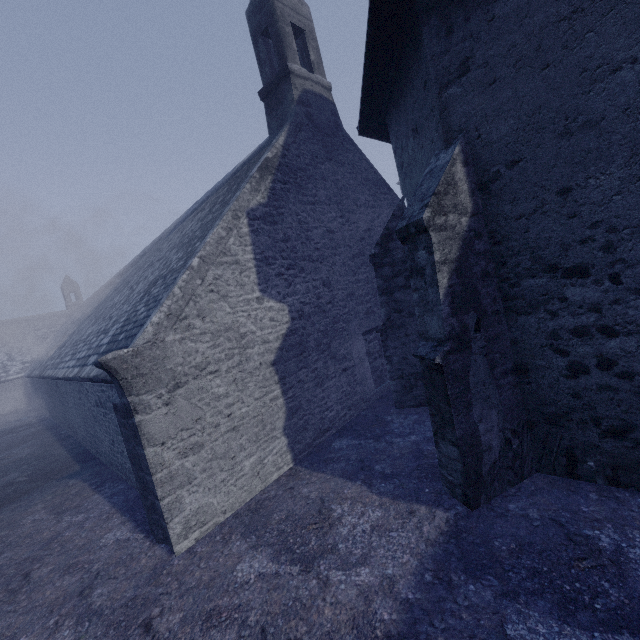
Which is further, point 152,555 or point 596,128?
point 152,555
